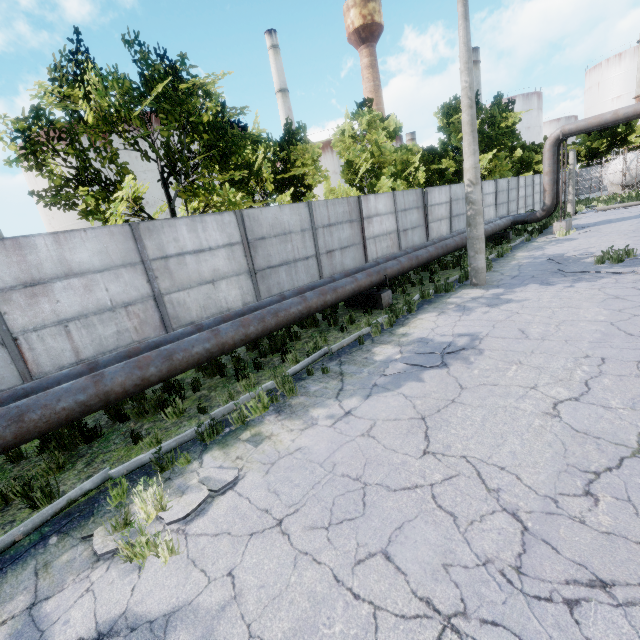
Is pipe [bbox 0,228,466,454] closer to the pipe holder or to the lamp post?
the pipe holder

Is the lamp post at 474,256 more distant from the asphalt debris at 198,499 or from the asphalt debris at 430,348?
the asphalt debris at 198,499

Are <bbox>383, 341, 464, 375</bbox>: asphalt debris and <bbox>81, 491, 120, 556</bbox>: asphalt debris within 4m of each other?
yes

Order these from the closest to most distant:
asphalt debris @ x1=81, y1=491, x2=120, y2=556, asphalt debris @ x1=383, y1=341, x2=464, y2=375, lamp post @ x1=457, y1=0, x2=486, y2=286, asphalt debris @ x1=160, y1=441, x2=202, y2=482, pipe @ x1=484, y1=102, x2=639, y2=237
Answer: asphalt debris @ x1=81, y1=491, x2=120, y2=556 < asphalt debris @ x1=160, y1=441, x2=202, y2=482 < asphalt debris @ x1=383, y1=341, x2=464, y2=375 < lamp post @ x1=457, y1=0, x2=486, y2=286 < pipe @ x1=484, y1=102, x2=639, y2=237

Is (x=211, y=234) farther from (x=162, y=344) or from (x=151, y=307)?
(x=162, y=344)

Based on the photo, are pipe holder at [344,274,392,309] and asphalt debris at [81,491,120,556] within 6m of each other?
no

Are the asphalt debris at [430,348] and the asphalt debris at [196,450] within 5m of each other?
yes

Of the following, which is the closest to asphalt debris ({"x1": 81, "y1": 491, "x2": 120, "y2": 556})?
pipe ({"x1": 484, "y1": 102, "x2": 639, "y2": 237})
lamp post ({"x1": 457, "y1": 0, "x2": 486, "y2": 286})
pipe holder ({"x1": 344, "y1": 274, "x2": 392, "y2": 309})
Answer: pipe ({"x1": 484, "y1": 102, "x2": 639, "y2": 237})
